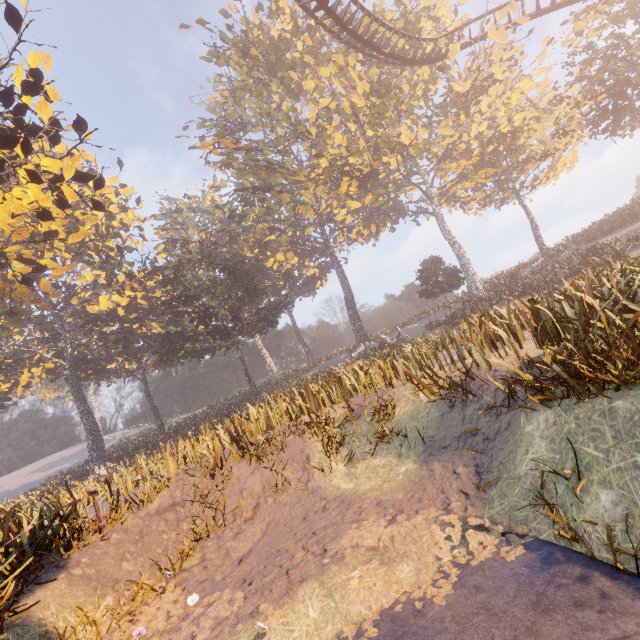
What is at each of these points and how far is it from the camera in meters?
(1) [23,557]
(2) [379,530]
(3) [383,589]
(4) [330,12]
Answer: (1) instancedfoliageactor, 5.6
(2) instancedfoliageactor, 4.9
(3) instancedfoliageactor, 4.0
(4) roller coaster, 18.3

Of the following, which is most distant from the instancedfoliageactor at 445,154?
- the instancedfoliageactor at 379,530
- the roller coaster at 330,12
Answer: the instancedfoliageactor at 379,530

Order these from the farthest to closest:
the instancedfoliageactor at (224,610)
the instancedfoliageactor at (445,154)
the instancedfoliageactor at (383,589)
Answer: the instancedfoliageactor at (445,154) → the instancedfoliageactor at (224,610) → the instancedfoliageactor at (383,589)

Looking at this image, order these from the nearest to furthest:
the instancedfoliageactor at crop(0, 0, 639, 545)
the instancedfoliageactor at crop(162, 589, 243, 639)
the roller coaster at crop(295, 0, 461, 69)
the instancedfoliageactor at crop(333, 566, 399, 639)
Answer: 1. the instancedfoliageactor at crop(333, 566, 399, 639)
2. the instancedfoliageactor at crop(162, 589, 243, 639)
3. the instancedfoliageactor at crop(0, 0, 639, 545)
4. the roller coaster at crop(295, 0, 461, 69)

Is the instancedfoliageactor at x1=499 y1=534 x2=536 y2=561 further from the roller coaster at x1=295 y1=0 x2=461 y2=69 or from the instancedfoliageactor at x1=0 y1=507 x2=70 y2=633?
the roller coaster at x1=295 y1=0 x2=461 y2=69

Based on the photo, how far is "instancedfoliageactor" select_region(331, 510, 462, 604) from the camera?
3.8 meters

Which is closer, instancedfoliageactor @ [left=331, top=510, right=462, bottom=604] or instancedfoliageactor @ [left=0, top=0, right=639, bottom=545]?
instancedfoliageactor @ [left=331, top=510, right=462, bottom=604]
